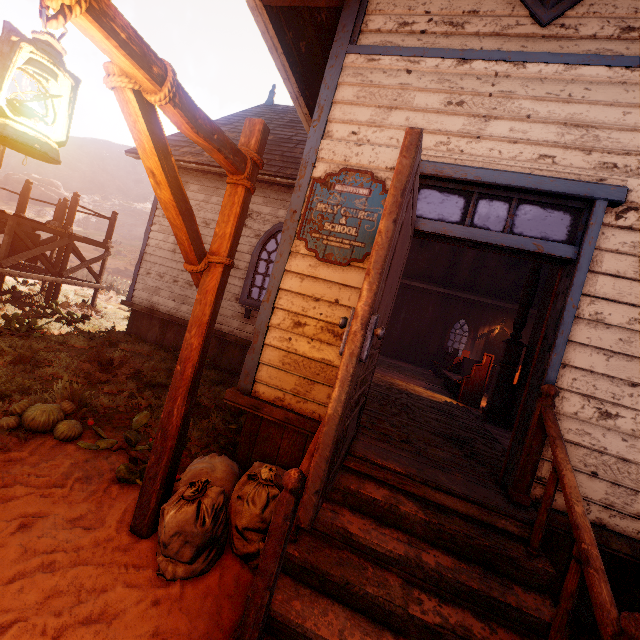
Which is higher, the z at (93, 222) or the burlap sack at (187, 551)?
the z at (93, 222)

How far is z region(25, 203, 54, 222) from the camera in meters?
38.2

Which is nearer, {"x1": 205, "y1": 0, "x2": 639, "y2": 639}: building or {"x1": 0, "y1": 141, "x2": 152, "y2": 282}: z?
{"x1": 205, "y1": 0, "x2": 639, "y2": 639}: building

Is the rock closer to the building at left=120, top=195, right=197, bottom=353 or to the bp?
the building at left=120, top=195, right=197, bottom=353

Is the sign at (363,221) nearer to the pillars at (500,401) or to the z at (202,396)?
the z at (202,396)

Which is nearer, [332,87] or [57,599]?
[57,599]

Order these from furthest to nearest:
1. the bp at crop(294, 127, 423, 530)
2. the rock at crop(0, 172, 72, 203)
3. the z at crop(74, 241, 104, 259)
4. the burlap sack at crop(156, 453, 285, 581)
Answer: the rock at crop(0, 172, 72, 203) → the z at crop(74, 241, 104, 259) → the burlap sack at crop(156, 453, 285, 581) → the bp at crop(294, 127, 423, 530)
